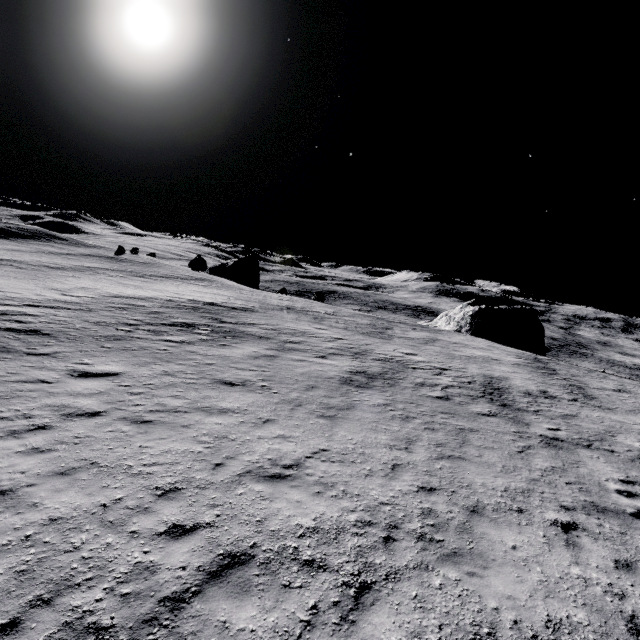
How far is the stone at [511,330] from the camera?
41.6m

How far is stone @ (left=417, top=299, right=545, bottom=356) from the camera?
41.6m

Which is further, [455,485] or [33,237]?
[33,237]
